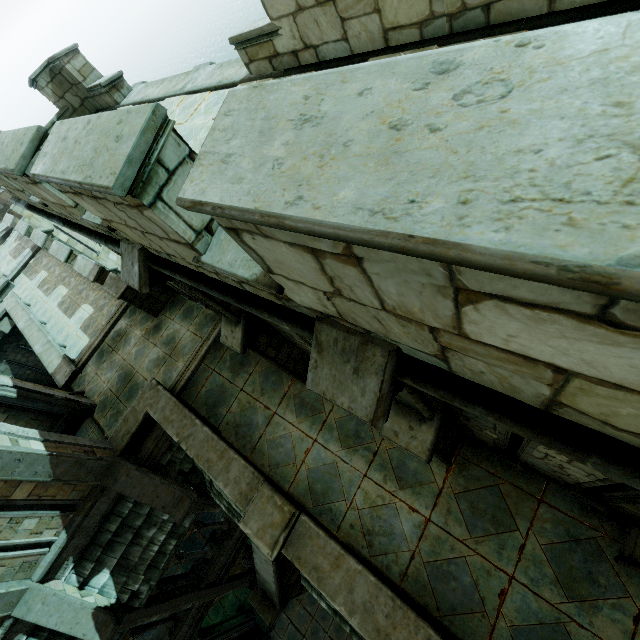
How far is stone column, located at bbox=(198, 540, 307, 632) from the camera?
6.1 meters

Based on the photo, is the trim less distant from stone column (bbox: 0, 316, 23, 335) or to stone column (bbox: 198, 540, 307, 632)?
stone column (bbox: 198, 540, 307, 632)

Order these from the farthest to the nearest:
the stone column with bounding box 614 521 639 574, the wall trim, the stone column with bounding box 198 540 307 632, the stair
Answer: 1. the stone column with bounding box 198 540 307 632
2. the stair
3. the wall trim
4. the stone column with bounding box 614 521 639 574

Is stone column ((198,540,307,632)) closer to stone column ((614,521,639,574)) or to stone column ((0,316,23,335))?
stone column ((614,521,639,574))

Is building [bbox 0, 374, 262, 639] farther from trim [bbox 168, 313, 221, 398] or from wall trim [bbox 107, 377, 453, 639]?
trim [bbox 168, 313, 221, 398]

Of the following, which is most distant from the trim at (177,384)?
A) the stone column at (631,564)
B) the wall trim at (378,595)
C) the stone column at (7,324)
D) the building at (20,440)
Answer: the stone column at (7,324)

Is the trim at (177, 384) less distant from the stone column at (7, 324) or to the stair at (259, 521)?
the stair at (259, 521)

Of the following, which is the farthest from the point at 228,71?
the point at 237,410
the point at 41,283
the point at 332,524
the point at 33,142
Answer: the point at 41,283
